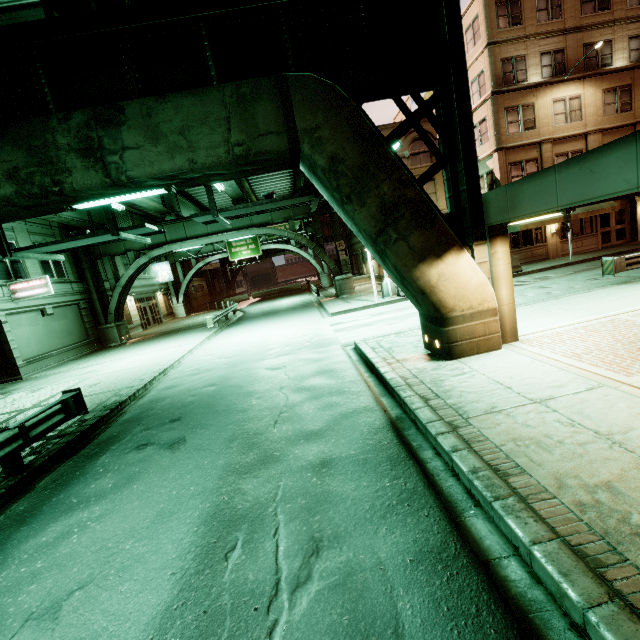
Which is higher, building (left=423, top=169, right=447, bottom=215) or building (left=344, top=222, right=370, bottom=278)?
building (left=423, top=169, right=447, bottom=215)

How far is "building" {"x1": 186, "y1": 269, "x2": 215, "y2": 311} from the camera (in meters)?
48.95

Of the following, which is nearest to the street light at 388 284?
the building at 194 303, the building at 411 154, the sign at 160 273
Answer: the building at 411 154

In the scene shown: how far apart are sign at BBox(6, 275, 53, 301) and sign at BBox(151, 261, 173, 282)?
19.80m

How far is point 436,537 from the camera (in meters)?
3.41

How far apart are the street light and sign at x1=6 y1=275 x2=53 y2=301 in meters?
19.5

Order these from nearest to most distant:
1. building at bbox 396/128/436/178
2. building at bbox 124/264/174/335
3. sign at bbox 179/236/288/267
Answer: building at bbox 396/128/436/178 < building at bbox 124/264/174/335 < sign at bbox 179/236/288/267

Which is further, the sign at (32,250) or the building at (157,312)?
the building at (157,312)
